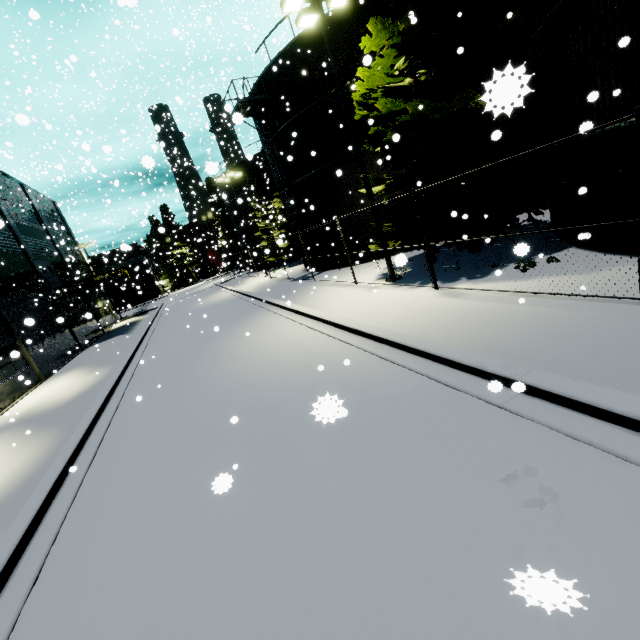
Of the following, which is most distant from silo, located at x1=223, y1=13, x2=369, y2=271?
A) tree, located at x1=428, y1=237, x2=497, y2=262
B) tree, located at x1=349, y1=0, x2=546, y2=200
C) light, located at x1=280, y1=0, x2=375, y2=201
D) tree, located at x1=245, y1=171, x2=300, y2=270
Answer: tree, located at x1=245, y1=171, x2=300, y2=270

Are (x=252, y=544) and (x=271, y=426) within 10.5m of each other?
yes

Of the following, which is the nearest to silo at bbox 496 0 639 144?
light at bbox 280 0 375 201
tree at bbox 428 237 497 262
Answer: light at bbox 280 0 375 201

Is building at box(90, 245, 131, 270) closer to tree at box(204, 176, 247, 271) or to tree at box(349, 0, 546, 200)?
tree at box(349, 0, 546, 200)

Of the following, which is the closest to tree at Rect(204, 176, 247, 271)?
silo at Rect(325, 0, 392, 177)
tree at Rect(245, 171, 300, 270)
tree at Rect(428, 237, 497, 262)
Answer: silo at Rect(325, 0, 392, 177)

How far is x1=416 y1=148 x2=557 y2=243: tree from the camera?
10.3 meters

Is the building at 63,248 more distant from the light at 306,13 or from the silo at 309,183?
the light at 306,13

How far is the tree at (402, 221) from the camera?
11.87m
